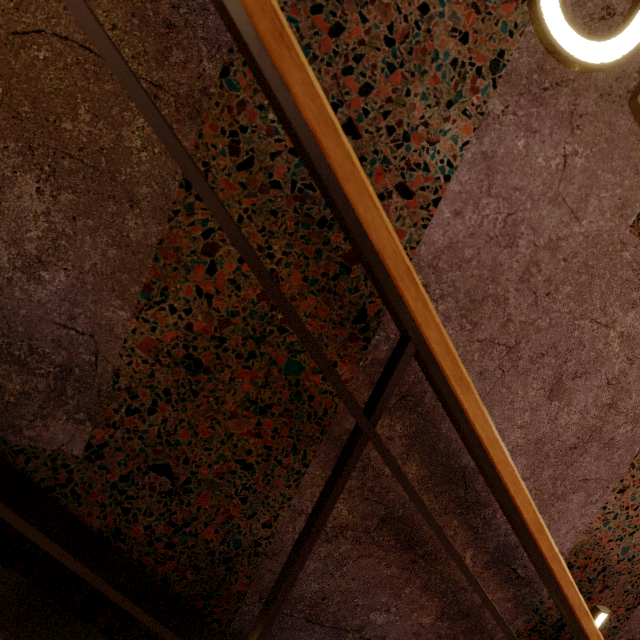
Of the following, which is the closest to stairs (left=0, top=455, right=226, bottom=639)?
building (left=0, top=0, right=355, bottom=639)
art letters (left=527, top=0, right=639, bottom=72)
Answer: building (left=0, top=0, right=355, bottom=639)

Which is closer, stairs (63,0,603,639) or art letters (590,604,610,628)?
Result: stairs (63,0,603,639)

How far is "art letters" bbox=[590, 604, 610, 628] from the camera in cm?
117

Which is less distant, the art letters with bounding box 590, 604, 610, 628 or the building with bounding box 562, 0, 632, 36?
the building with bounding box 562, 0, 632, 36

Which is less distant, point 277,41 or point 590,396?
point 277,41

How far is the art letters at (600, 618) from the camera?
1.17m

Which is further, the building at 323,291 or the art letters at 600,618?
the art letters at 600,618
